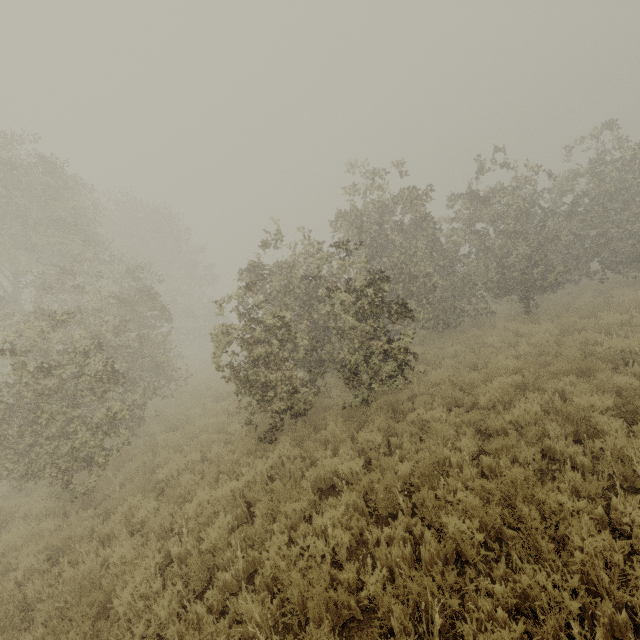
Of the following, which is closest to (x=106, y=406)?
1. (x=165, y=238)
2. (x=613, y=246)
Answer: (x=613, y=246)
